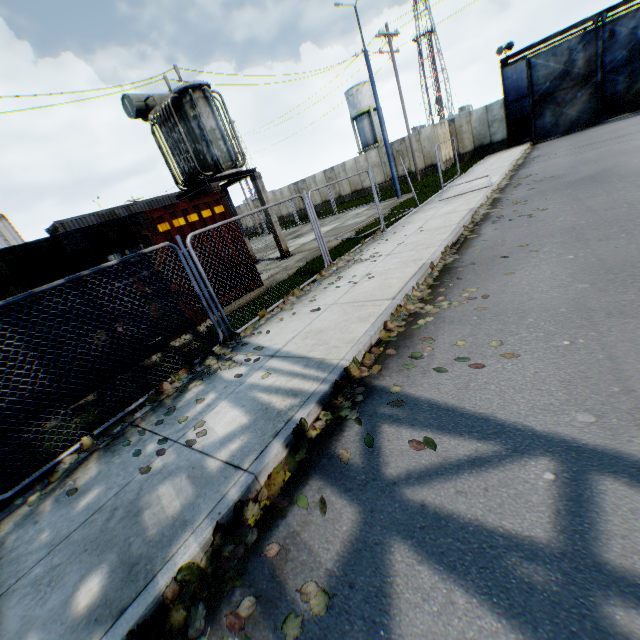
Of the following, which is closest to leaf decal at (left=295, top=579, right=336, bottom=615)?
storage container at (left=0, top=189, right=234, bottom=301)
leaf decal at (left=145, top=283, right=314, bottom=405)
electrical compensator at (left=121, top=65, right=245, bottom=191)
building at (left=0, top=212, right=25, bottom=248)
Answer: leaf decal at (left=145, top=283, right=314, bottom=405)

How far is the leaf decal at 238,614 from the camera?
2.09m

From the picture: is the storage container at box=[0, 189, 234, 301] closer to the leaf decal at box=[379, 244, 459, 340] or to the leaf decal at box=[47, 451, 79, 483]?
the leaf decal at box=[47, 451, 79, 483]

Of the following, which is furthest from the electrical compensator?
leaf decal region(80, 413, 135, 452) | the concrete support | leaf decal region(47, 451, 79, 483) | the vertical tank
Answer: the vertical tank

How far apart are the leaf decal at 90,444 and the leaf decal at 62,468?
0.1m

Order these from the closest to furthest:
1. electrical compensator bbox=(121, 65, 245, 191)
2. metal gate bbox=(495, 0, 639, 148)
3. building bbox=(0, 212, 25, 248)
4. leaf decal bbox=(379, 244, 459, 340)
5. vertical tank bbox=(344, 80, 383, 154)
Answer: leaf decal bbox=(379, 244, 459, 340)
electrical compensator bbox=(121, 65, 245, 191)
metal gate bbox=(495, 0, 639, 148)
building bbox=(0, 212, 25, 248)
vertical tank bbox=(344, 80, 383, 154)

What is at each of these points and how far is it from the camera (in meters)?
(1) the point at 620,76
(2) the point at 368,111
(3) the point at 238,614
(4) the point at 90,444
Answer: (1) metal gate, 20.94
(2) vertical tank, 43.50
(3) leaf decal, 2.15
(4) leaf decal, 4.34

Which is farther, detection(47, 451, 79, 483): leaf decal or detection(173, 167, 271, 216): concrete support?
detection(173, 167, 271, 216): concrete support
